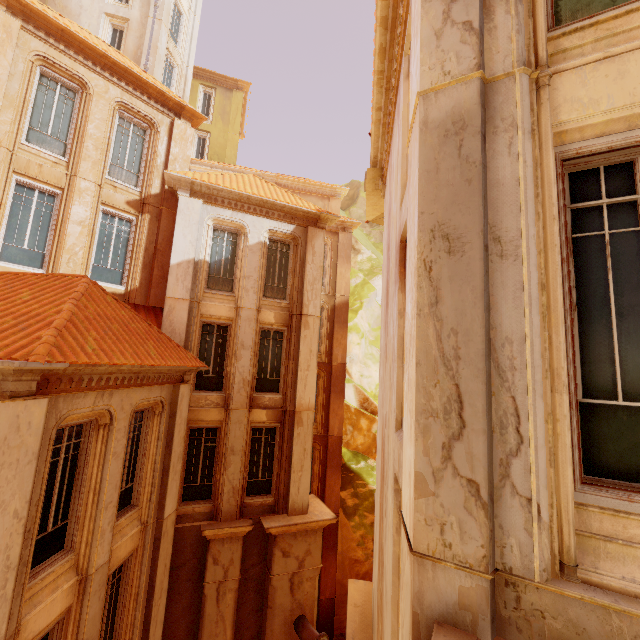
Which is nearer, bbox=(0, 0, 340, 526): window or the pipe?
bbox=(0, 0, 340, 526): window

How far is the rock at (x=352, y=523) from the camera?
16.9m

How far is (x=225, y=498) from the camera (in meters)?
11.44

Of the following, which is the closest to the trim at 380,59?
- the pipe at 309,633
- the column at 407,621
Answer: the column at 407,621

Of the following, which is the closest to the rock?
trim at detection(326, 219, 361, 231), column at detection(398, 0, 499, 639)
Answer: trim at detection(326, 219, 361, 231)

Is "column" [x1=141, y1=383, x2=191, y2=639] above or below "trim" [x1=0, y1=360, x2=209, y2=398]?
below

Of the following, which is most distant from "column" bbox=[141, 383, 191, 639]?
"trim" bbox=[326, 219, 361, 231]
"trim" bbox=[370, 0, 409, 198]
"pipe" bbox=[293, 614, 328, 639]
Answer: "trim" bbox=[326, 219, 361, 231]

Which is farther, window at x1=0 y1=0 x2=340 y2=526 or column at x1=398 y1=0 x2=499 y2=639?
window at x1=0 y1=0 x2=340 y2=526
